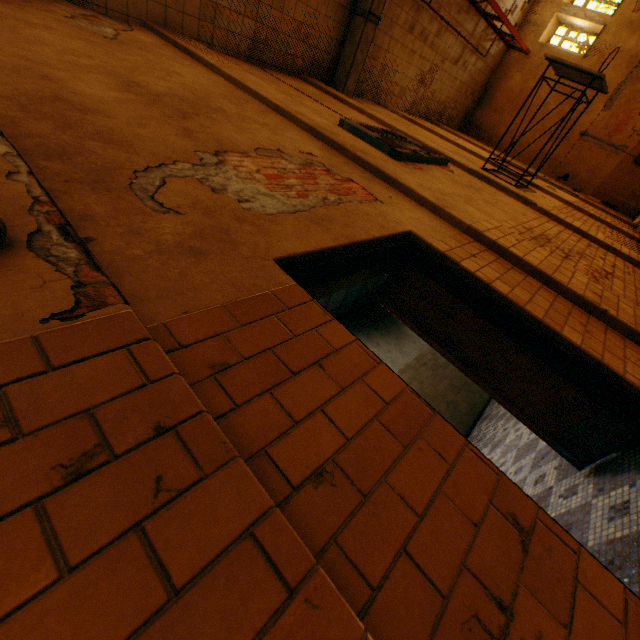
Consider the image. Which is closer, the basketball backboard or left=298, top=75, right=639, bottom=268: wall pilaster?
left=298, top=75, right=639, bottom=268: wall pilaster

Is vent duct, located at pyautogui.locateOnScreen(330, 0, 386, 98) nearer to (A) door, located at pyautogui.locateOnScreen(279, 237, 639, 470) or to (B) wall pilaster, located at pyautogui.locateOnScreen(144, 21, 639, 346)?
(B) wall pilaster, located at pyautogui.locateOnScreen(144, 21, 639, 346)

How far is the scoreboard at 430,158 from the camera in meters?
5.0 m

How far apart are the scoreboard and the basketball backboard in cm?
228

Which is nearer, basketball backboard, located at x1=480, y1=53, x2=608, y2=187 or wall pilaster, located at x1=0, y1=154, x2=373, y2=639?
wall pilaster, located at x1=0, y1=154, x2=373, y2=639

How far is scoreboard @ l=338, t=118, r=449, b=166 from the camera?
4.99m

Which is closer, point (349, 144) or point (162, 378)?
point (162, 378)

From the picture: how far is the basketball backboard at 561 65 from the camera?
6.4 meters
